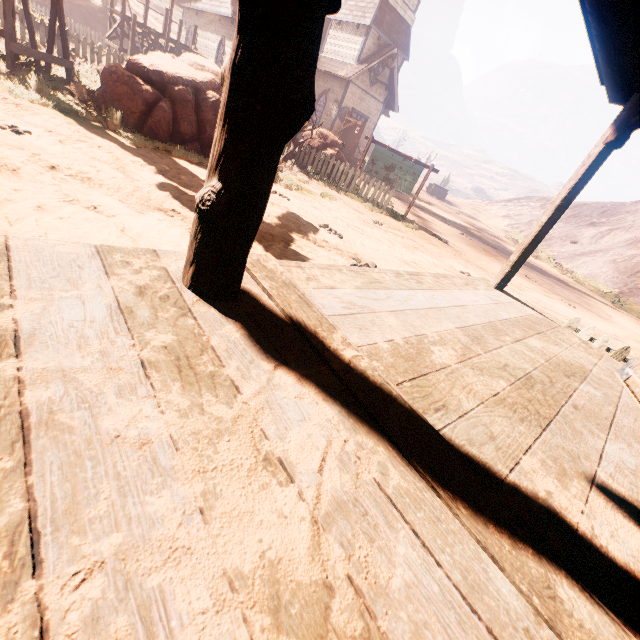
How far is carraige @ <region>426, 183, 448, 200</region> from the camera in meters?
49.4

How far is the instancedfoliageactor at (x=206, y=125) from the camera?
6.9 meters

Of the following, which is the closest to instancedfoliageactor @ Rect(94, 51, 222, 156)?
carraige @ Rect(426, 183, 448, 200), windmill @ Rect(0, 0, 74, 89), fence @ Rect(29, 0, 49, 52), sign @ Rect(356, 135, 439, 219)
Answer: windmill @ Rect(0, 0, 74, 89)

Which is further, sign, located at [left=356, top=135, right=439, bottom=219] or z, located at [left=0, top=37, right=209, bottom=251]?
sign, located at [left=356, top=135, right=439, bottom=219]

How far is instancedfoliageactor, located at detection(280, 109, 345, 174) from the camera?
13.0 meters

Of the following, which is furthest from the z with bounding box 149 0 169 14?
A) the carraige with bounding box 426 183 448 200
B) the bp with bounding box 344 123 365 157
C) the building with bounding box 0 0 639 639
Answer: the carraige with bounding box 426 183 448 200

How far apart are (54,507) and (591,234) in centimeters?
5357cm

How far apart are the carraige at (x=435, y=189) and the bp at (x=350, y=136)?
31.6 meters
